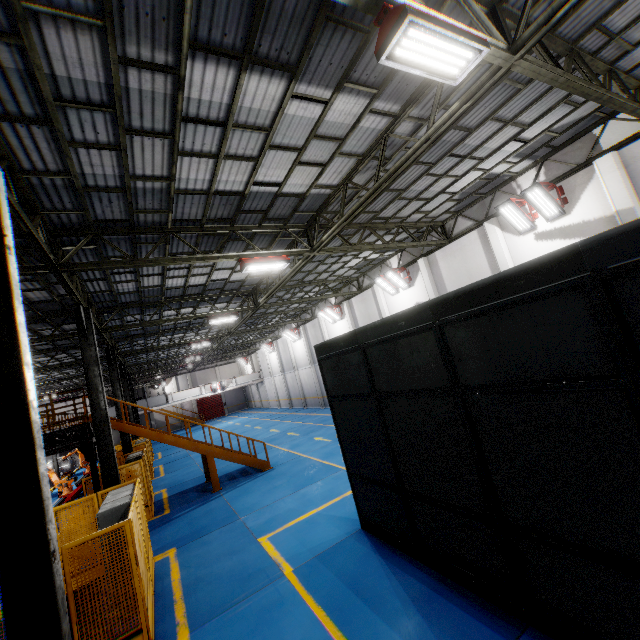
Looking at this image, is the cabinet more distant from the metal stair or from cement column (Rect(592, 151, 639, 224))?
cement column (Rect(592, 151, 639, 224))

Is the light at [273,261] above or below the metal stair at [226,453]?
above

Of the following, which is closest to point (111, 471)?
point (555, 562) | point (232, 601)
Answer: point (232, 601)

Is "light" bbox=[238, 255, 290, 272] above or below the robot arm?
above

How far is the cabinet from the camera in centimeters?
688cm

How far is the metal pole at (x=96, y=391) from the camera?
10.3 meters

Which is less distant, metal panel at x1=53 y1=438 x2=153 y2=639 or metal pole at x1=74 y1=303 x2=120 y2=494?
metal panel at x1=53 y1=438 x2=153 y2=639

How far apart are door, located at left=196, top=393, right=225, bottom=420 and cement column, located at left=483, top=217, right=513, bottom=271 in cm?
4738
